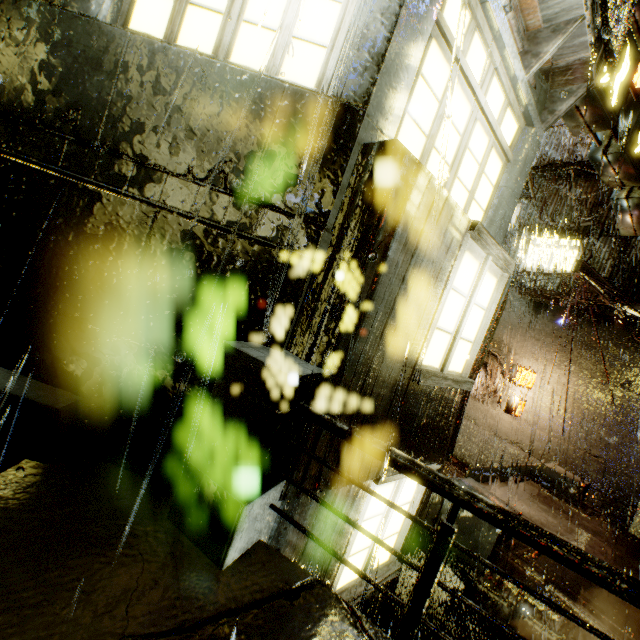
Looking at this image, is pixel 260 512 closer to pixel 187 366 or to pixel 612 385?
pixel 187 366

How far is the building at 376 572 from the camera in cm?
291

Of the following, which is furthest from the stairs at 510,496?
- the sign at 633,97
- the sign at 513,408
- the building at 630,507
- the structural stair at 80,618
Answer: the sign at 633,97

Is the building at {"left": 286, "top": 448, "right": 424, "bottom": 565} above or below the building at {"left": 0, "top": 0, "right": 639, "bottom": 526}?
below

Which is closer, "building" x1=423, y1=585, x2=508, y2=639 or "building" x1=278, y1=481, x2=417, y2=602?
"building" x1=278, y1=481, x2=417, y2=602

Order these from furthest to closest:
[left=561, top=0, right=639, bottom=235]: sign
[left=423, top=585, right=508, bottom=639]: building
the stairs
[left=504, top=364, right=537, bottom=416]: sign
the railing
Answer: [left=504, top=364, right=537, bottom=416]: sign → the stairs → [left=423, top=585, right=508, bottom=639]: building → [left=561, top=0, right=639, bottom=235]: sign → the railing

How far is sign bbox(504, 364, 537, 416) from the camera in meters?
13.3 m
